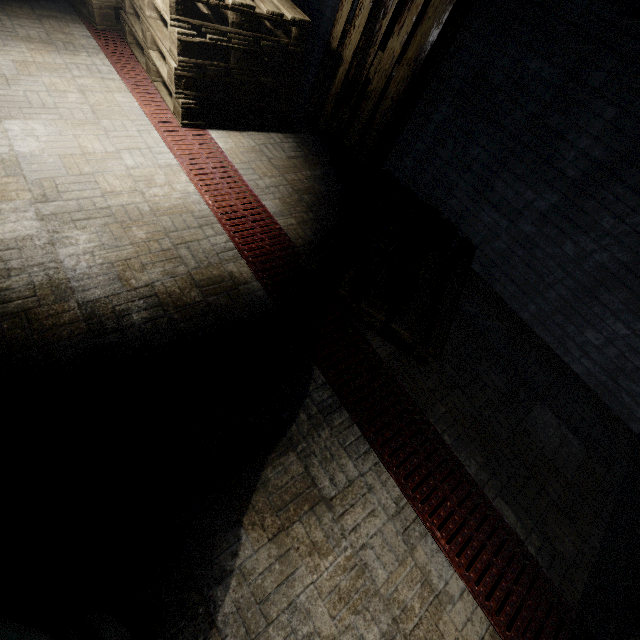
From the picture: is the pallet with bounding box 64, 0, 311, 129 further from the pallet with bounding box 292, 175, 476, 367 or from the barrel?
the barrel

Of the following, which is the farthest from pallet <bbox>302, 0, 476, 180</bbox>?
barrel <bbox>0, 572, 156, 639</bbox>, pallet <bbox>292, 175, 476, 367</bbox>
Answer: barrel <bbox>0, 572, 156, 639</bbox>

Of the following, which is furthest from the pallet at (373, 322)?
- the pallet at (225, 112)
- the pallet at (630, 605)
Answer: the pallet at (630, 605)

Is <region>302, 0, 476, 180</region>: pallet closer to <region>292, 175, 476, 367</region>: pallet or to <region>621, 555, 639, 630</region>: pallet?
<region>292, 175, 476, 367</region>: pallet

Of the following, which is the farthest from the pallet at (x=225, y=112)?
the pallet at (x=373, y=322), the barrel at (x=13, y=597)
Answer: the barrel at (x=13, y=597)

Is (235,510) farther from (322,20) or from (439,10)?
(322,20)

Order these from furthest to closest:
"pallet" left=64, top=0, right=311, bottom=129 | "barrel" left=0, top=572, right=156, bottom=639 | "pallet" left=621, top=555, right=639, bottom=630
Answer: "pallet" left=64, top=0, right=311, bottom=129
"pallet" left=621, top=555, right=639, bottom=630
"barrel" left=0, top=572, right=156, bottom=639
